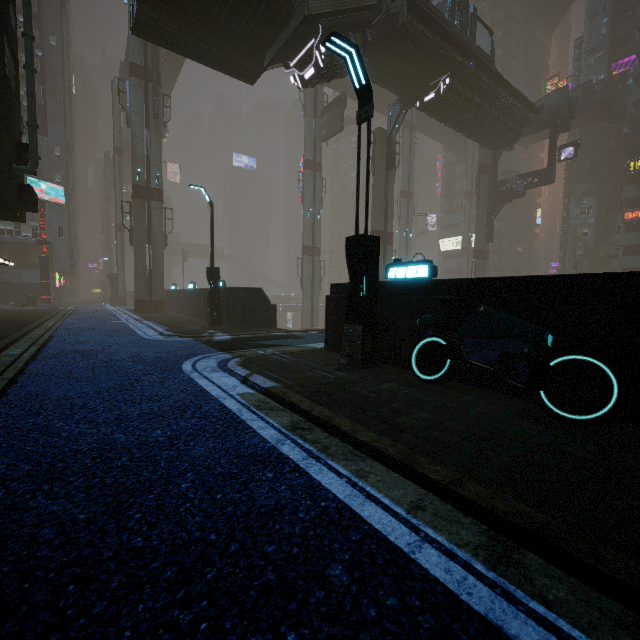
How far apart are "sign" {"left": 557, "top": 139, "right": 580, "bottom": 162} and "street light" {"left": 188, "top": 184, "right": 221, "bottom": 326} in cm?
3252

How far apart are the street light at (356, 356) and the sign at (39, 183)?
34.7 meters

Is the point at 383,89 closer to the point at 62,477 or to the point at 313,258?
the point at 313,258

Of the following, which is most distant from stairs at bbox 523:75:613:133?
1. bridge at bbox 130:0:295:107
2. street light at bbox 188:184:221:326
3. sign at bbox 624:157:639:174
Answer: street light at bbox 188:184:221:326

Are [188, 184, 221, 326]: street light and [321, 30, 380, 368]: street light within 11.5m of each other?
yes

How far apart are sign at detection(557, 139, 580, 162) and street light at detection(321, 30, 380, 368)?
32.8m

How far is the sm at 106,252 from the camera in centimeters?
5781cm

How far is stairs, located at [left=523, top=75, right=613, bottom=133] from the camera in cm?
2848
